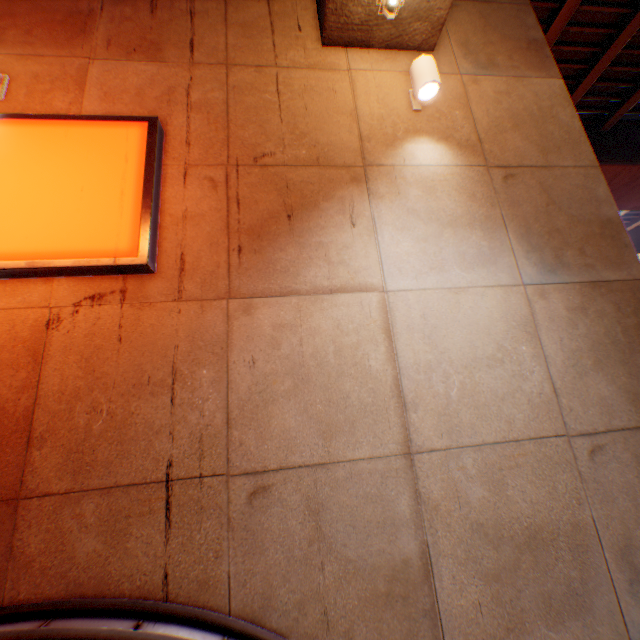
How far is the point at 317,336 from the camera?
2.9m

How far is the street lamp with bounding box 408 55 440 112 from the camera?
3.53m

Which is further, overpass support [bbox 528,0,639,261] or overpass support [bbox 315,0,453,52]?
overpass support [bbox 528,0,639,261]

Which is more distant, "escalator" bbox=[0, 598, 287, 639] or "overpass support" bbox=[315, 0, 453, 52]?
"overpass support" bbox=[315, 0, 453, 52]

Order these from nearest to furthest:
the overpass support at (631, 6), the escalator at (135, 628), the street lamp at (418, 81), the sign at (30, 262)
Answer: the escalator at (135, 628) → the sign at (30, 262) → the street lamp at (418, 81) → the overpass support at (631, 6)

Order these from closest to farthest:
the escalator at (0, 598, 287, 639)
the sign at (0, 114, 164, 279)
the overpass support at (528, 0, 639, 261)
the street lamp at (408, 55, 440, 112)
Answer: the escalator at (0, 598, 287, 639) → the sign at (0, 114, 164, 279) → the street lamp at (408, 55, 440, 112) → the overpass support at (528, 0, 639, 261)

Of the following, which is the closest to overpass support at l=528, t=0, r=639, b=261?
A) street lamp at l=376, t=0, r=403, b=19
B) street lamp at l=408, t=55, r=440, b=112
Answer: street lamp at l=376, t=0, r=403, b=19

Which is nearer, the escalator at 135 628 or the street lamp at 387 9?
the escalator at 135 628
